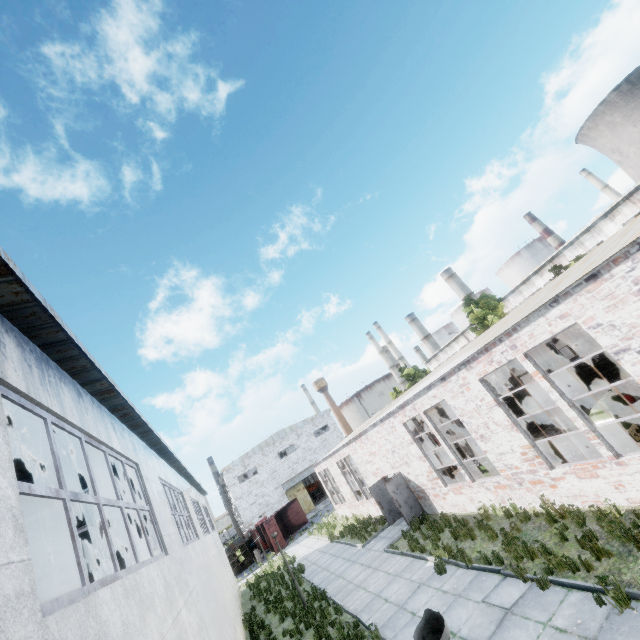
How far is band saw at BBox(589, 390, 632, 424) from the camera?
8.4 meters

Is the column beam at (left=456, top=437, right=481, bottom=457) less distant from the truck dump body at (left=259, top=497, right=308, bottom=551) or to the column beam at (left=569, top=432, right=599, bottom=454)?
the column beam at (left=569, top=432, right=599, bottom=454)

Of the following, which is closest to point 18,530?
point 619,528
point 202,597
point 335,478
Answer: point 202,597

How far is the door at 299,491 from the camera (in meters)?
44.69

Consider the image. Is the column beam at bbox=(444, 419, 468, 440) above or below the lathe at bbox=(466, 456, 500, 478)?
above

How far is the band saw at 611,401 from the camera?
8.4m

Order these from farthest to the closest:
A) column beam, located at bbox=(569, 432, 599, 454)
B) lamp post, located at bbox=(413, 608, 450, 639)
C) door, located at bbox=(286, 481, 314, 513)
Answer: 1. door, located at bbox=(286, 481, 314, 513)
2. column beam, located at bbox=(569, 432, 599, 454)
3. lamp post, located at bbox=(413, 608, 450, 639)

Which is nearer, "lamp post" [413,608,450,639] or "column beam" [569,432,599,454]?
"lamp post" [413,608,450,639]
